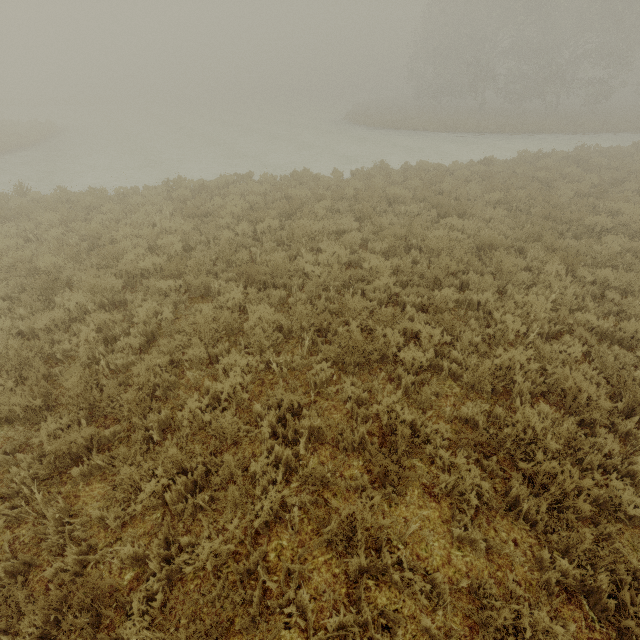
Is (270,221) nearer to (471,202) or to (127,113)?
(471,202)
